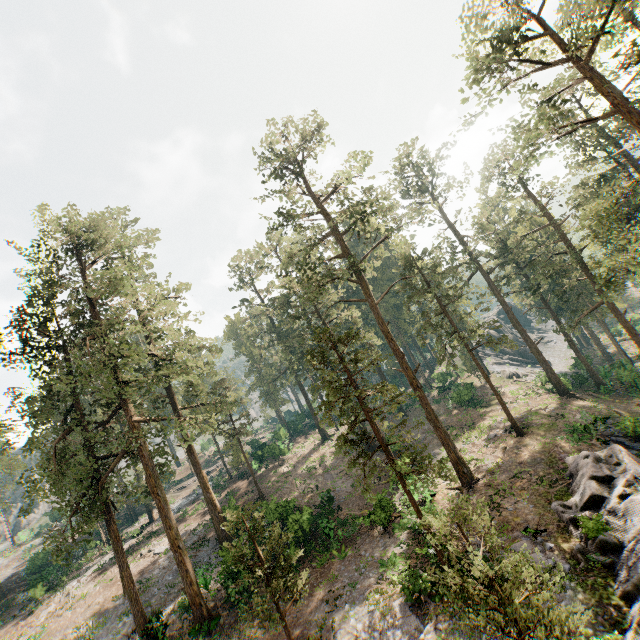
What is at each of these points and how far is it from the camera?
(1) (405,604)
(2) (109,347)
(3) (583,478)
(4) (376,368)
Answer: (1) foliage, 15.5 meters
(2) foliage, 20.6 meters
(3) rock, 18.0 meters
(4) foliage, 45.5 meters

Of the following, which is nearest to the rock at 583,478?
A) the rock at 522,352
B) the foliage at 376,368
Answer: the foliage at 376,368

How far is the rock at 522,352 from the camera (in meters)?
56.56

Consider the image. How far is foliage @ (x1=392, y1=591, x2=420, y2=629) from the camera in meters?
14.4

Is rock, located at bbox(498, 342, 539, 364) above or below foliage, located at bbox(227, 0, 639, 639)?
below

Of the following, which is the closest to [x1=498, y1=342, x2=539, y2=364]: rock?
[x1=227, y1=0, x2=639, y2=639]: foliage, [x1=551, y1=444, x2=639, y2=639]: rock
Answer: [x1=227, y1=0, x2=639, y2=639]: foliage

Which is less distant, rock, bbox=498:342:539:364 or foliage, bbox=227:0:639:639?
foliage, bbox=227:0:639:639
